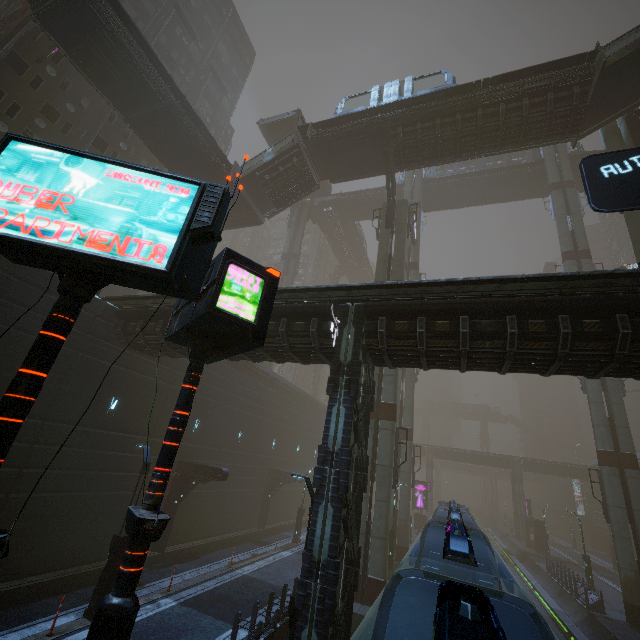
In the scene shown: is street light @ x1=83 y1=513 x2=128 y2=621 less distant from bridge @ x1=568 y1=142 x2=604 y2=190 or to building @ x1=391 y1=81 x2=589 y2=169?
building @ x1=391 y1=81 x2=589 y2=169

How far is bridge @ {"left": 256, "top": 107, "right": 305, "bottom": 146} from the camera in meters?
36.7 m

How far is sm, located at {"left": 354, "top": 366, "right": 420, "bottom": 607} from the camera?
16.6m

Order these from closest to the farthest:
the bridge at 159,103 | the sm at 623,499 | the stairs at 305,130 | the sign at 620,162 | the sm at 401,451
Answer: the sign at 620,162, the sm at 401,451, the bridge at 159,103, the sm at 623,499, the stairs at 305,130

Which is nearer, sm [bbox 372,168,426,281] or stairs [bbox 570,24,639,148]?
stairs [bbox 570,24,639,148]

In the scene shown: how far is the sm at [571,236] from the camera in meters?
30.1 m

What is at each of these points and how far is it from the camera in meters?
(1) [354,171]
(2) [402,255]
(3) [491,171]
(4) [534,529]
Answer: (1) bridge, 27.5
(2) sm, 24.5
(3) bridge, 39.6
(4) building, 44.5

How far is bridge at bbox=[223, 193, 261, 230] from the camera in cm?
2901
